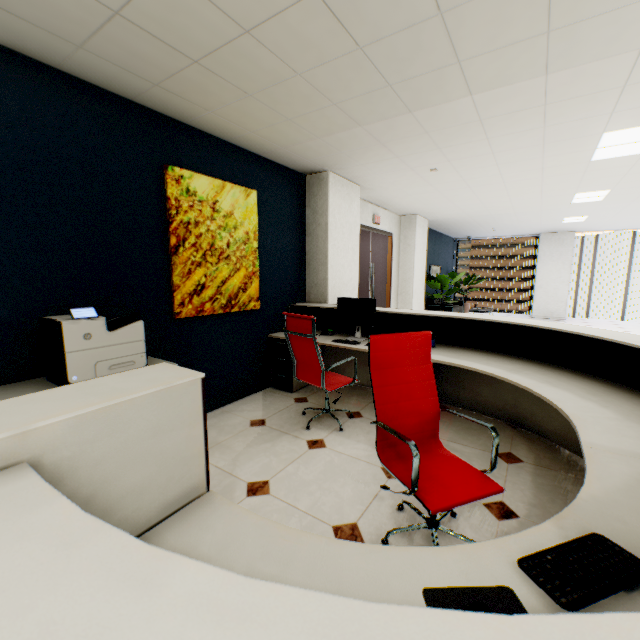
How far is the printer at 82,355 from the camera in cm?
209

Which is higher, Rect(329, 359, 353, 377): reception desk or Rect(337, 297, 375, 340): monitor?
Rect(337, 297, 375, 340): monitor

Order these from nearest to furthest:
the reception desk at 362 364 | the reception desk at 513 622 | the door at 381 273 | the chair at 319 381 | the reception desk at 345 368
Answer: the reception desk at 513 622 < the chair at 319 381 < the reception desk at 362 364 < the reception desk at 345 368 < the door at 381 273

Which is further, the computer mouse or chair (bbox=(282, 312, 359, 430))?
chair (bbox=(282, 312, 359, 430))

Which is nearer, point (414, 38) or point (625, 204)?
point (414, 38)

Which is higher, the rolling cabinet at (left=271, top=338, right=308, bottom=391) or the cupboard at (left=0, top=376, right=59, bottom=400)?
the cupboard at (left=0, top=376, right=59, bottom=400)

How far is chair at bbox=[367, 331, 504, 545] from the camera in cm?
164

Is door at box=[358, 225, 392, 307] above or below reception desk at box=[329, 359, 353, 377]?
above
